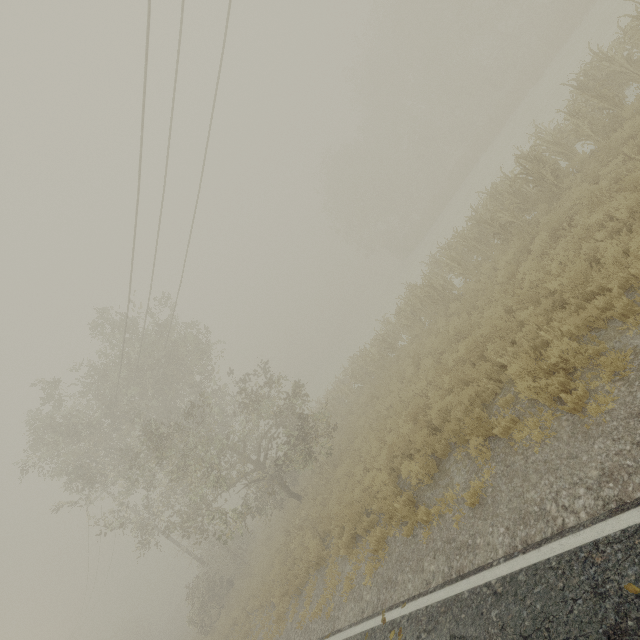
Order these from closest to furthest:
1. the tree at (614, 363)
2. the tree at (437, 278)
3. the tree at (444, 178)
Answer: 1. the tree at (614, 363)
2. the tree at (437, 278)
3. the tree at (444, 178)

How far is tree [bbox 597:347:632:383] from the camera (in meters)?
4.83

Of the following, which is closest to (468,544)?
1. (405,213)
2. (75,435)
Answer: (75,435)

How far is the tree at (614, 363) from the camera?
4.8 meters

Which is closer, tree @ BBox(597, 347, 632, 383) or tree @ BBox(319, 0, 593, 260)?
tree @ BBox(597, 347, 632, 383)
